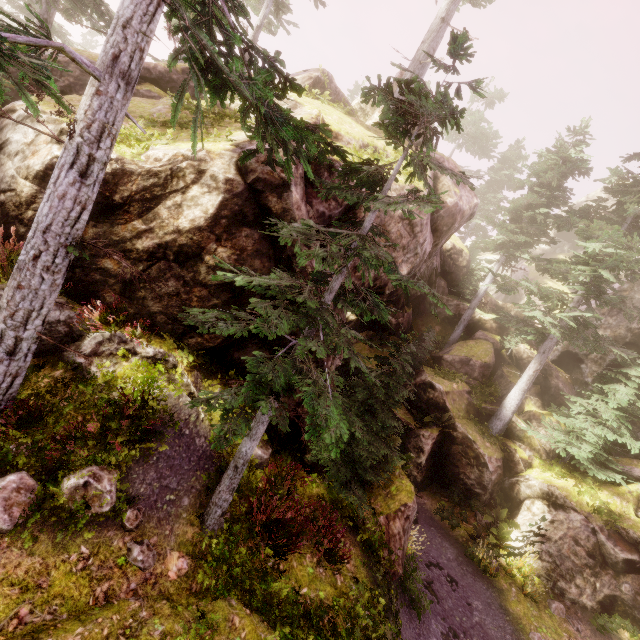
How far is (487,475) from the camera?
15.5m

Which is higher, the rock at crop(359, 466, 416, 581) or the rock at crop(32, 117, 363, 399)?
the rock at crop(32, 117, 363, 399)

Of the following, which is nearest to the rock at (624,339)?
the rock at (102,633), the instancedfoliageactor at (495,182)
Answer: the instancedfoliageactor at (495,182)

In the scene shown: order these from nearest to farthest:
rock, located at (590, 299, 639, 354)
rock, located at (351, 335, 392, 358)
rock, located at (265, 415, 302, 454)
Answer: rock, located at (265, 415, 302, 454)
rock, located at (590, 299, 639, 354)
rock, located at (351, 335, 392, 358)

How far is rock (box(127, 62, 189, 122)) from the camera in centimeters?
945cm

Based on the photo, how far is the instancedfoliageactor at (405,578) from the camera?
9.0 meters

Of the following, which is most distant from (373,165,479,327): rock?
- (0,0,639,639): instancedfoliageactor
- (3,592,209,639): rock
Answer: (3,592,209,639): rock
